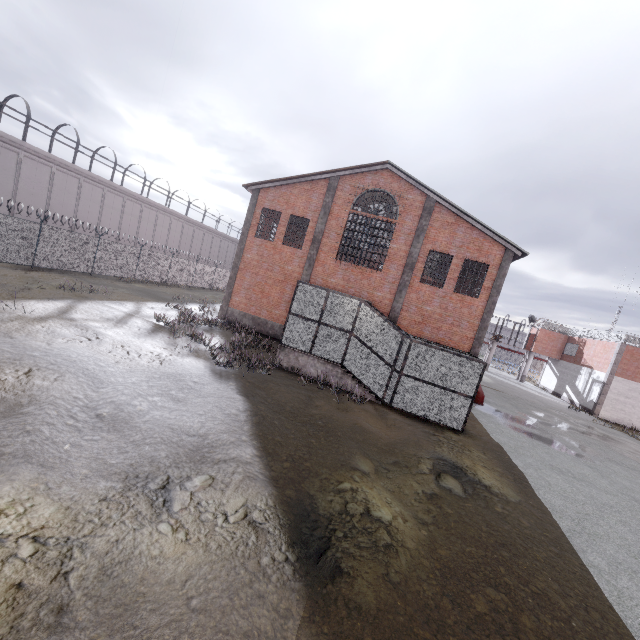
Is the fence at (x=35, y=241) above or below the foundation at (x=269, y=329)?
above

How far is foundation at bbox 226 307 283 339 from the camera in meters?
21.1

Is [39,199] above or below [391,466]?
above

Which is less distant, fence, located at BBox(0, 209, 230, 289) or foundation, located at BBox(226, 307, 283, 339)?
fence, located at BBox(0, 209, 230, 289)

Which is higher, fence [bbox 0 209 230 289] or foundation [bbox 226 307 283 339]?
fence [bbox 0 209 230 289]

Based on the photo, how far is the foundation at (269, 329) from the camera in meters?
21.1 m
